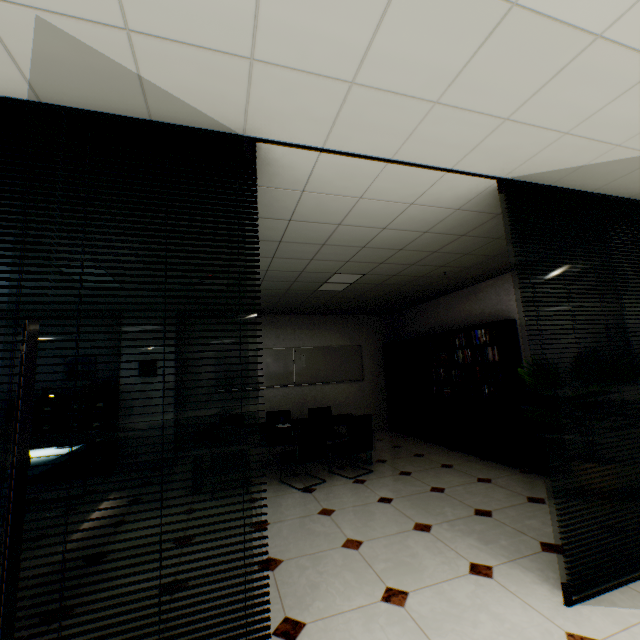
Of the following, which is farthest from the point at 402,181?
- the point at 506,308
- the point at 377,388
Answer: the point at 377,388

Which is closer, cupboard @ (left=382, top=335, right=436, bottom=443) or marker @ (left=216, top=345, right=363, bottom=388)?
cupboard @ (left=382, top=335, right=436, bottom=443)

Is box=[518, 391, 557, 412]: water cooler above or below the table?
above

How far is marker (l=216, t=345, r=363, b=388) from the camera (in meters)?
7.41

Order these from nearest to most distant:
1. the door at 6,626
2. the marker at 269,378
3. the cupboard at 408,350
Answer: the door at 6,626 < the cupboard at 408,350 < the marker at 269,378

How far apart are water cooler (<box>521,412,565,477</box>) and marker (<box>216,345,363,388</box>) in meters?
3.9 m

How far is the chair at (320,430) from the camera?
4.5m

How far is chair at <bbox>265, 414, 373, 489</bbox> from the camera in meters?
4.5
